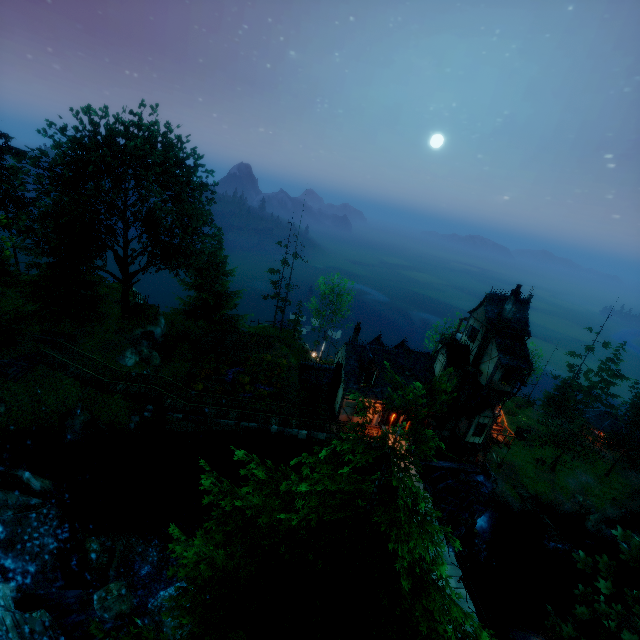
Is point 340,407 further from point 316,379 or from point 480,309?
point 480,309

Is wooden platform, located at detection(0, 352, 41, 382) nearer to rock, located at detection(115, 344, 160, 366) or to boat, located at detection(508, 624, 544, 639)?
rock, located at detection(115, 344, 160, 366)

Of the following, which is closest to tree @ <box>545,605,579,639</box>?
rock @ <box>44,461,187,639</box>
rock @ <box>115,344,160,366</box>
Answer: rock @ <box>115,344,160,366</box>

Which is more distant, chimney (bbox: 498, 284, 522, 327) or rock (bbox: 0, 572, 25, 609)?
chimney (bbox: 498, 284, 522, 327)

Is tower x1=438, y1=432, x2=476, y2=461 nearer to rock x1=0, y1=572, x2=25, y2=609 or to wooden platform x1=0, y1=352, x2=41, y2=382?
rock x1=0, y1=572, x2=25, y2=609

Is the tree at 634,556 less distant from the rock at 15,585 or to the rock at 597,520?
the rock at 597,520

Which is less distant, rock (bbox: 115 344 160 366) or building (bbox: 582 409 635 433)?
rock (bbox: 115 344 160 366)

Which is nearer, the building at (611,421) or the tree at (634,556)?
the tree at (634,556)
